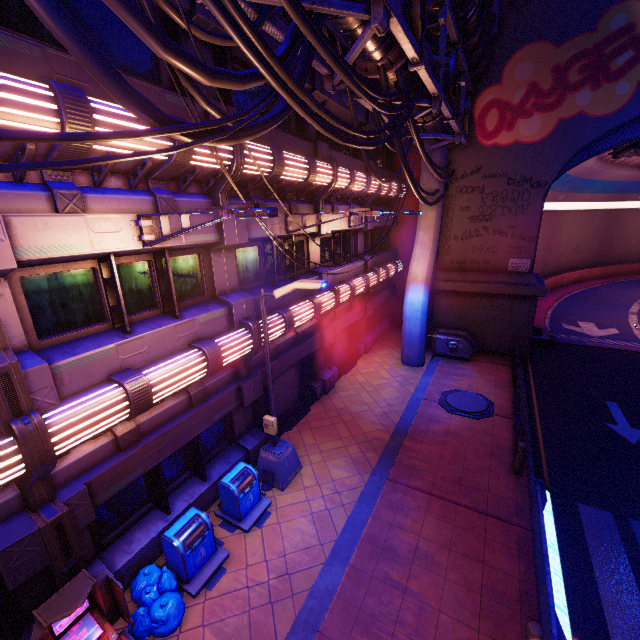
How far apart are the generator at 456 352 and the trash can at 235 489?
11.97m

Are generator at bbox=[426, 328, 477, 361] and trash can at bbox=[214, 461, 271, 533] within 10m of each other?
no

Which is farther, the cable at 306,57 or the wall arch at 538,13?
the wall arch at 538,13

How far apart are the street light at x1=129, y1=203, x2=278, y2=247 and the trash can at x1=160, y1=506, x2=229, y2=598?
5.93m

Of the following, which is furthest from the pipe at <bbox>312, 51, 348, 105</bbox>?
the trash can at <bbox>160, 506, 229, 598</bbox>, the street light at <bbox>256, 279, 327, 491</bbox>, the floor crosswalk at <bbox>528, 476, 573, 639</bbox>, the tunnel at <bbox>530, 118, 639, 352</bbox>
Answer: the floor crosswalk at <bbox>528, 476, 573, 639</bbox>

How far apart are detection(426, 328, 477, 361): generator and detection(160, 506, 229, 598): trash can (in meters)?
13.58

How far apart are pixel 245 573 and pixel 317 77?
14.40m

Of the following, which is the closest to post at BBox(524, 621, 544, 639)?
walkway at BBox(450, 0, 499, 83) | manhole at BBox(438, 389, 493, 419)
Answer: manhole at BBox(438, 389, 493, 419)
